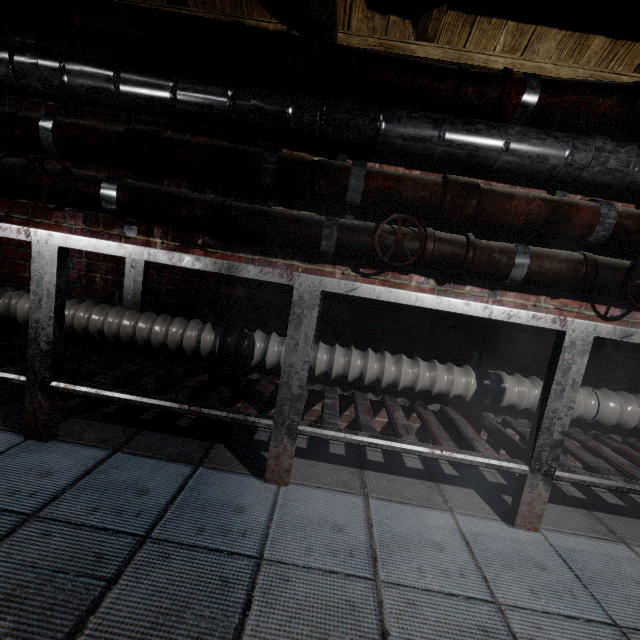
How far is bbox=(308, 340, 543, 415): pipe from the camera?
1.58m

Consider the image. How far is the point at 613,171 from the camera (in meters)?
1.44

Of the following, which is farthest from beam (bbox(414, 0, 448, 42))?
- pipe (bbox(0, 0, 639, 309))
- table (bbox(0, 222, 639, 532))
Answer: table (bbox(0, 222, 639, 532))

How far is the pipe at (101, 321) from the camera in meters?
1.6

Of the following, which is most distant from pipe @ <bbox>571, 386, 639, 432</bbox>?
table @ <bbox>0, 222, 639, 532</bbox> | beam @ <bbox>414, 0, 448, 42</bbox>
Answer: beam @ <bbox>414, 0, 448, 42</bbox>

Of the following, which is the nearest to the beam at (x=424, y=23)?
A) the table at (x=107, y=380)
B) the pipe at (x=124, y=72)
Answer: the pipe at (x=124, y=72)
